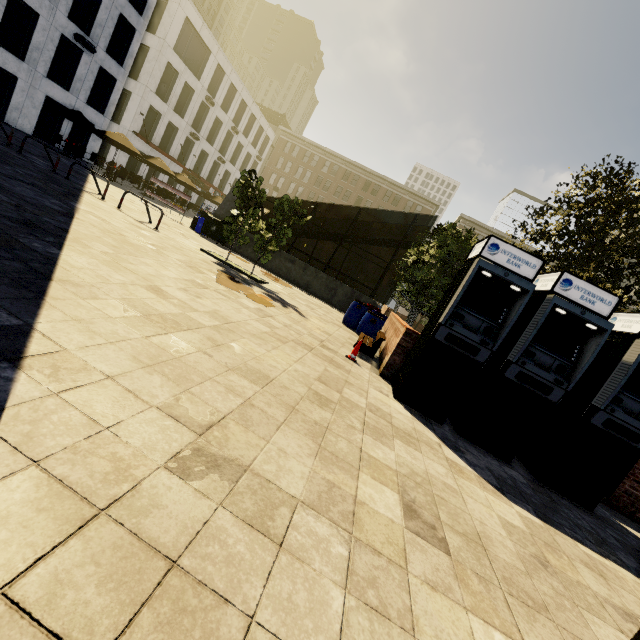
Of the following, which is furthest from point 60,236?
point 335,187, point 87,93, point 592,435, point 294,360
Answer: point 335,187

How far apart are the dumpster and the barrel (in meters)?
8.22

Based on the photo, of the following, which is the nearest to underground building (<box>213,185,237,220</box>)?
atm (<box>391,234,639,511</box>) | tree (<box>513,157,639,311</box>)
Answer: tree (<box>513,157,639,311</box>)

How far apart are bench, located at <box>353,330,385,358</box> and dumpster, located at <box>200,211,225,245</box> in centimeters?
1037cm

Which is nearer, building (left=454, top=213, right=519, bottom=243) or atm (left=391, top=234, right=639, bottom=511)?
atm (left=391, top=234, right=639, bottom=511)

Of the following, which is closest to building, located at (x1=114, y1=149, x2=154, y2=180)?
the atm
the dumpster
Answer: the dumpster

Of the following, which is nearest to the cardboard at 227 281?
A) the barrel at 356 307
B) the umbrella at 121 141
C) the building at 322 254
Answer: the barrel at 356 307

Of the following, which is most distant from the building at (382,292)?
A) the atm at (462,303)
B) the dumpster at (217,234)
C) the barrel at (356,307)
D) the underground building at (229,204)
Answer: the atm at (462,303)
